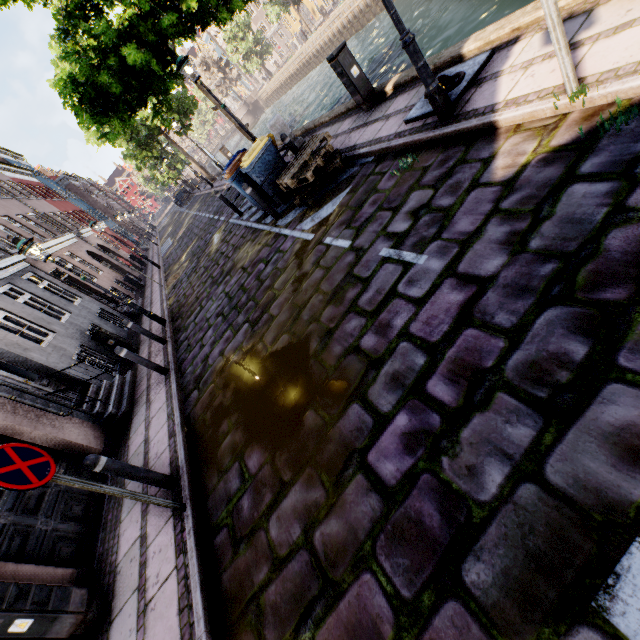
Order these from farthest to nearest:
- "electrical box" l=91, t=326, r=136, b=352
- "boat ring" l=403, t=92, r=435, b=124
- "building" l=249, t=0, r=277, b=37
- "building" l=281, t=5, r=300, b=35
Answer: "building" l=249, t=0, r=277, b=37 → "building" l=281, t=5, r=300, b=35 → "electrical box" l=91, t=326, r=136, b=352 → "boat ring" l=403, t=92, r=435, b=124

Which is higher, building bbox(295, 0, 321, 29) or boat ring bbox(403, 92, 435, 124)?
building bbox(295, 0, 321, 29)

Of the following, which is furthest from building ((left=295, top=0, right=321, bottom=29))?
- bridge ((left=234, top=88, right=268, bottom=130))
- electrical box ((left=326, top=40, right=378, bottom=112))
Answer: electrical box ((left=326, top=40, right=378, bottom=112))

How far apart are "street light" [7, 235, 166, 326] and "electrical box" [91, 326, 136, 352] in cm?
175

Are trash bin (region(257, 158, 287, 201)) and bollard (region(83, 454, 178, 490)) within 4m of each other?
no

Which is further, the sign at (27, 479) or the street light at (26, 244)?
the street light at (26, 244)

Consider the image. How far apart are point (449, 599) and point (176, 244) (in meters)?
21.46

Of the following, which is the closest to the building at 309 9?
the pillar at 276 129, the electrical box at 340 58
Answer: the electrical box at 340 58
